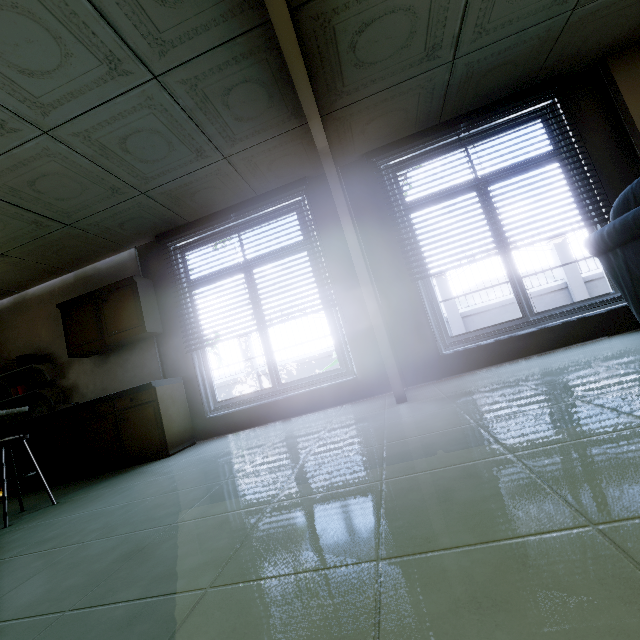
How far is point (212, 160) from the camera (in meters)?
3.26

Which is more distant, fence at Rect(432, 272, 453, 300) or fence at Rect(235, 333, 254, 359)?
fence at Rect(235, 333, 254, 359)

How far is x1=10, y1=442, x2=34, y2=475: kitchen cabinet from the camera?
3.9 meters

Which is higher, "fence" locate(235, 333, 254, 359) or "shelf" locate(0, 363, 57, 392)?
"fence" locate(235, 333, 254, 359)

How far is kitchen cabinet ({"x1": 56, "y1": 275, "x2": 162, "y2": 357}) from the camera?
4.0 meters

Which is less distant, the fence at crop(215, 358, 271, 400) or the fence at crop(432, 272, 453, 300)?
the fence at crop(432, 272, 453, 300)

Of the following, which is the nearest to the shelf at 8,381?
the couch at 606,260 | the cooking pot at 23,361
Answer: the cooking pot at 23,361

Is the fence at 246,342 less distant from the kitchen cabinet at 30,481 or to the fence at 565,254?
the fence at 565,254
